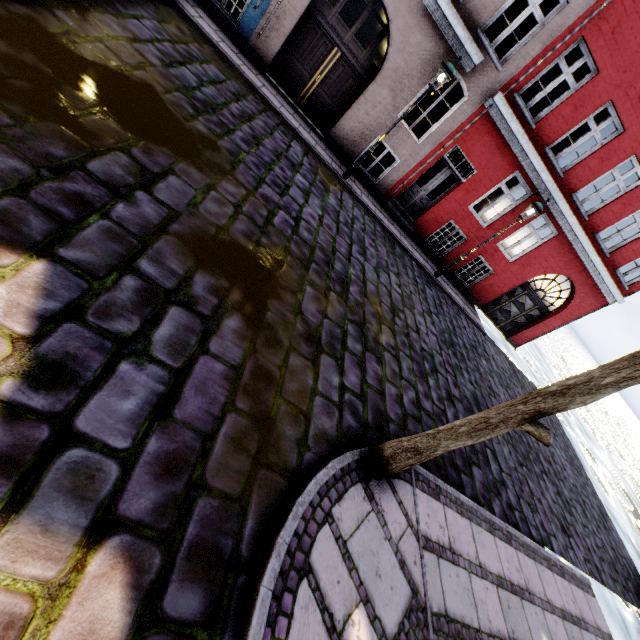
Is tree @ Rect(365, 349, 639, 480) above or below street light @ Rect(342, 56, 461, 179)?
below

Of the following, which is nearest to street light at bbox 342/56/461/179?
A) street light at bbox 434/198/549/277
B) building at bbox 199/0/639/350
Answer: street light at bbox 434/198/549/277

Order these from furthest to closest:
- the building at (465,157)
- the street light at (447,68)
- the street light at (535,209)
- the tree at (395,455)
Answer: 1. the street light at (535,209)
2. the building at (465,157)
3. the street light at (447,68)
4. the tree at (395,455)

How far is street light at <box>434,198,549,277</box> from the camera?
9.6m

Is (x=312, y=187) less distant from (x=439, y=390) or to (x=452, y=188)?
(x=439, y=390)

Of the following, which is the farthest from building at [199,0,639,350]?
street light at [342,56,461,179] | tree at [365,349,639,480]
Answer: tree at [365,349,639,480]

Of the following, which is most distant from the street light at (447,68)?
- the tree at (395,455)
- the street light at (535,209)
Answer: the tree at (395,455)

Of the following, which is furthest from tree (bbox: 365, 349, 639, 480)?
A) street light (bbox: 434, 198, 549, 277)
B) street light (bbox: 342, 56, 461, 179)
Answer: street light (bbox: 434, 198, 549, 277)
